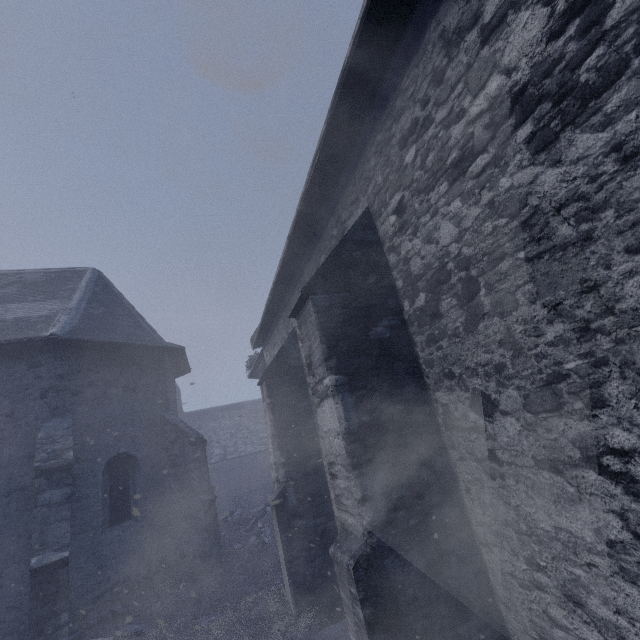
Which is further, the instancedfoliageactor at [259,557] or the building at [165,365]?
the instancedfoliageactor at [259,557]

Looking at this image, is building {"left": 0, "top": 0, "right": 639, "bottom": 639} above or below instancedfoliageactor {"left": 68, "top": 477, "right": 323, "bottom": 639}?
above

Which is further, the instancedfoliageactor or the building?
the instancedfoliageactor

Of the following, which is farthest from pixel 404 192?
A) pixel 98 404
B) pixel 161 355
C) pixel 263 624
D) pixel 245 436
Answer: pixel 245 436

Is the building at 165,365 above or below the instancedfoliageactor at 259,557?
above
